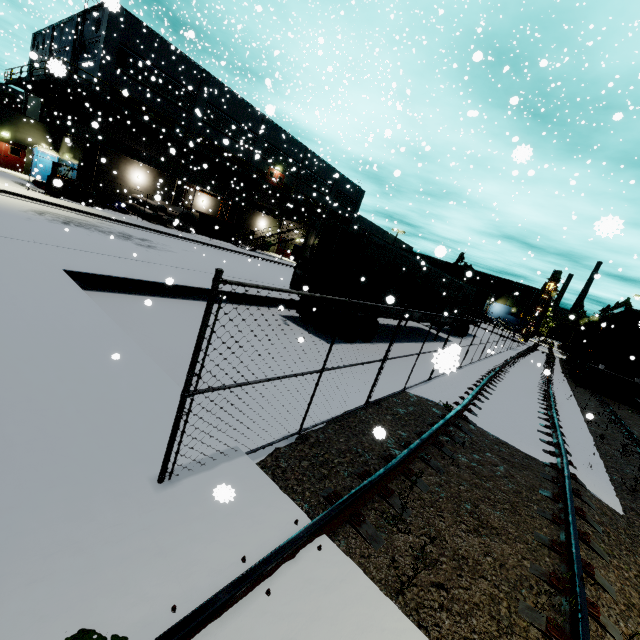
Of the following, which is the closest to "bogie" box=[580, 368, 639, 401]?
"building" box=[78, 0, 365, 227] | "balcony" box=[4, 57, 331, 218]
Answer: "building" box=[78, 0, 365, 227]

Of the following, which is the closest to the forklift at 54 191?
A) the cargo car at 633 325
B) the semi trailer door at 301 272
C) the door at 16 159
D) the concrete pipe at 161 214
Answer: the semi trailer door at 301 272

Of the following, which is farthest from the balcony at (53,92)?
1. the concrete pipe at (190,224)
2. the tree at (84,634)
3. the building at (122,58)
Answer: the tree at (84,634)

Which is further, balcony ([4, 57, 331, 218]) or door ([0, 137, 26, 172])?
door ([0, 137, 26, 172])

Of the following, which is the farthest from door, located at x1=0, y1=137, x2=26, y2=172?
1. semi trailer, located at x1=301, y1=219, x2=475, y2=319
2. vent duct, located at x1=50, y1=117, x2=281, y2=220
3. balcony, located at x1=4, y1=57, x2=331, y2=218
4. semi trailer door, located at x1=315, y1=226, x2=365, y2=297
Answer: semi trailer door, located at x1=315, y1=226, x2=365, y2=297

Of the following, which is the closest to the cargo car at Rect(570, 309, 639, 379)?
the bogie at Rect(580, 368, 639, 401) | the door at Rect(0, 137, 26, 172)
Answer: the bogie at Rect(580, 368, 639, 401)

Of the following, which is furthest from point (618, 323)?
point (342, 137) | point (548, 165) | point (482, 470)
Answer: point (342, 137)

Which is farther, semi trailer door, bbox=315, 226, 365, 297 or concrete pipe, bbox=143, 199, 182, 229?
concrete pipe, bbox=143, 199, 182, 229
